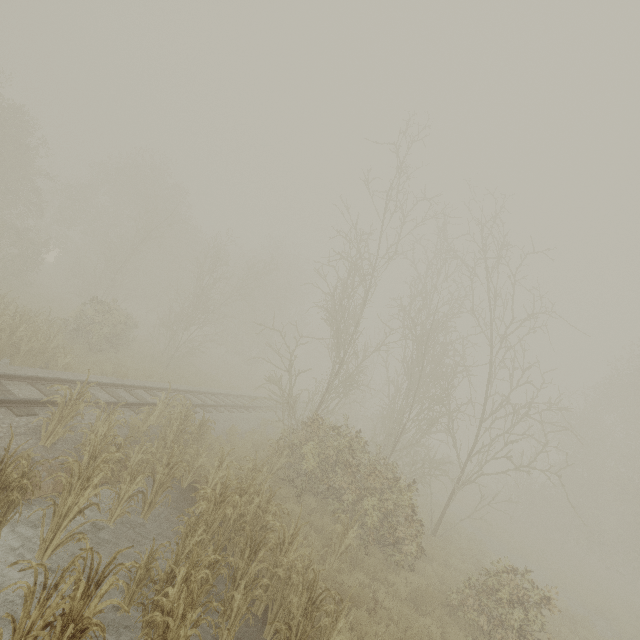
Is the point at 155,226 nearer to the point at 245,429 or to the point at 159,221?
the point at 159,221
